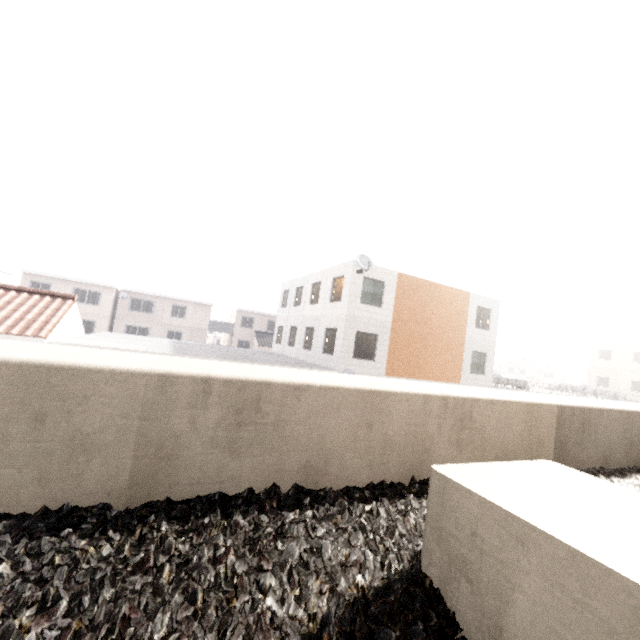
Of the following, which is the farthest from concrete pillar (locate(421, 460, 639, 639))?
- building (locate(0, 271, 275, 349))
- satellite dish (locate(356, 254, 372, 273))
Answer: building (locate(0, 271, 275, 349))

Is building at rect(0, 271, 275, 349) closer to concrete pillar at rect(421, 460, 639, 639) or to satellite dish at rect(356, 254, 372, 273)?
satellite dish at rect(356, 254, 372, 273)

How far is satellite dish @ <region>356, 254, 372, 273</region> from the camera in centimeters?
1656cm

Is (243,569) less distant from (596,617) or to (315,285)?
(596,617)

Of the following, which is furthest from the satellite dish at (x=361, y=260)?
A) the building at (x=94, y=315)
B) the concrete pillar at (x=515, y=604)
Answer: the building at (x=94, y=315)

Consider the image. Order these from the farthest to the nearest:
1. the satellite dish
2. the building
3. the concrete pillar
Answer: the building, the satellite dish, the concrete pillar

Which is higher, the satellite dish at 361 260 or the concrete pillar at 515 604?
the satellite dish at 361 260
